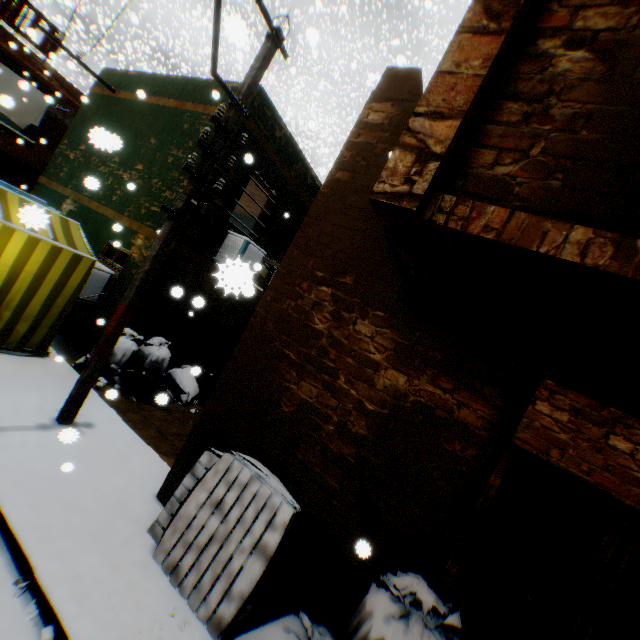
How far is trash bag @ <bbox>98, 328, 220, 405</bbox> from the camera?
6.3m

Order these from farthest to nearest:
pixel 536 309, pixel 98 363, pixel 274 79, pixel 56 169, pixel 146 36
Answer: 1. pixel 274 79
2. pixel 146 36
3. pixel 56 169
4. pixel 98 363
5. pixel 536 309

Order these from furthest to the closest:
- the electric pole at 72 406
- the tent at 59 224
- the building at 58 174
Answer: the building at 58 174 → the tent at 59 224 → the electric pole at 72 406

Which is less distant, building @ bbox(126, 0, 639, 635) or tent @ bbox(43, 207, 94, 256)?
building @ bbox(126, 0, 639, 635)

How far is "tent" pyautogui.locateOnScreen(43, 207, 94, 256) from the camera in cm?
580

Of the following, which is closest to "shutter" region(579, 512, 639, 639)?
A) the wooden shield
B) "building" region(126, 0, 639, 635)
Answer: "building" region(126, 0, 639, 635)

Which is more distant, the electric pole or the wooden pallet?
the electric pole

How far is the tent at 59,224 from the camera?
5.8m
